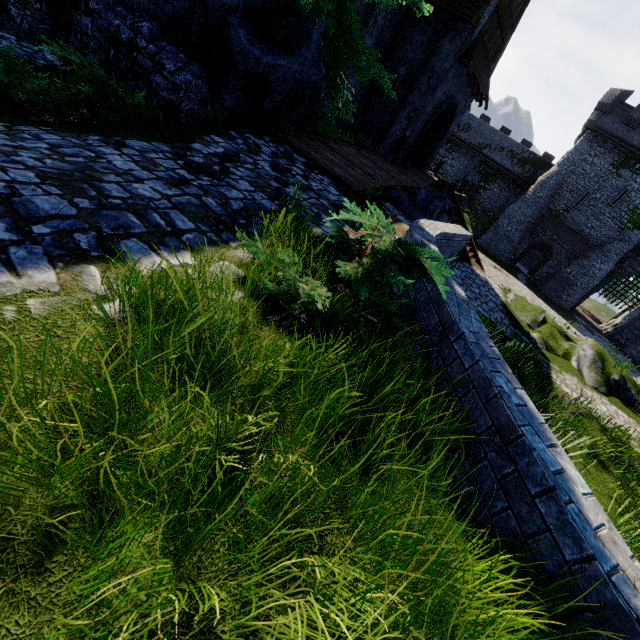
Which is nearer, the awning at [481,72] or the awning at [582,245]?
the awning at [481,72]

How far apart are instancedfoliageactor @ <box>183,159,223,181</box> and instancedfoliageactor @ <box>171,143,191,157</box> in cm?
22

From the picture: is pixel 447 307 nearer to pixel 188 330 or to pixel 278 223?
pixel 278 223

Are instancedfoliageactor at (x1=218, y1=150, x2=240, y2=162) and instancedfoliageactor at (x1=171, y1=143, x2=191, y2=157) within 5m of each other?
Result: yes

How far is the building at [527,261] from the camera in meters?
42.0

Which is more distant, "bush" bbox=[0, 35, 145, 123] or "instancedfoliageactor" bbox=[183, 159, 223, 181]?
"bush" bbox=[0, 35, 145, 123]

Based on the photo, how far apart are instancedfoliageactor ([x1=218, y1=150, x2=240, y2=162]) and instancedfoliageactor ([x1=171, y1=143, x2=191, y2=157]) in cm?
54

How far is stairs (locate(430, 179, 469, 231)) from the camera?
17.1m
